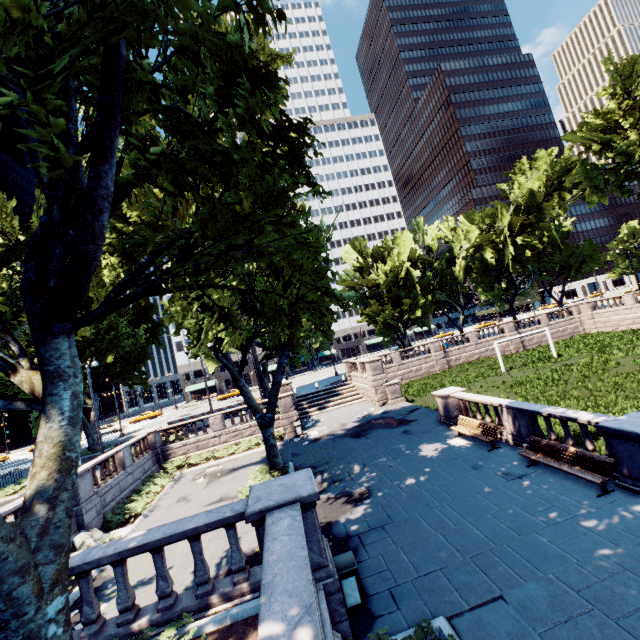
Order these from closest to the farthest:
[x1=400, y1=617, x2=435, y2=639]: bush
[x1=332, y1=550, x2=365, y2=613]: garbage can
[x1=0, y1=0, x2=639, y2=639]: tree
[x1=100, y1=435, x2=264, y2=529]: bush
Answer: [x1=0, y1=0, x2=639, y2=639]: tree
[x1=400, y1=617, x2=435, y2=639]: bush
[x1=332, y1=550, x2=365, y2=613]: garbage can
[x1=100, y1=435, x2=264, y2=529]: bush

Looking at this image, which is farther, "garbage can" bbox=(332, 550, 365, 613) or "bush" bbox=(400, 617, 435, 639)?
"garbage can" bbox=(332, 550, 365, 613)

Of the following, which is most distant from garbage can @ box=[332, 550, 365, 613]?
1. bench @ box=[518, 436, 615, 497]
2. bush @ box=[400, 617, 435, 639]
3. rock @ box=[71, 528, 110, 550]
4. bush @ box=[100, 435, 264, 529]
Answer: bush @ box=[100, 435, 264, 529]

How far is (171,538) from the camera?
6.1m

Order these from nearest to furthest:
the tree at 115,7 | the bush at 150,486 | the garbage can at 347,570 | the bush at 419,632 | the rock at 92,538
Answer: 1. the tree at 115,7
2. the bush at 419,632
3. the garbage can at 347,570
4. the rock at 92,538
5. the bush at 150,486

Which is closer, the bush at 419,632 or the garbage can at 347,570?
the bush at 419,632

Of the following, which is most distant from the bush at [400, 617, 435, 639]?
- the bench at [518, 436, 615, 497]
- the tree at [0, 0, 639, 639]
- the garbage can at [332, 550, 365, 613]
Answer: the bench at [518, 436, 615, 497]

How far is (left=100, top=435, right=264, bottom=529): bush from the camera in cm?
1552
